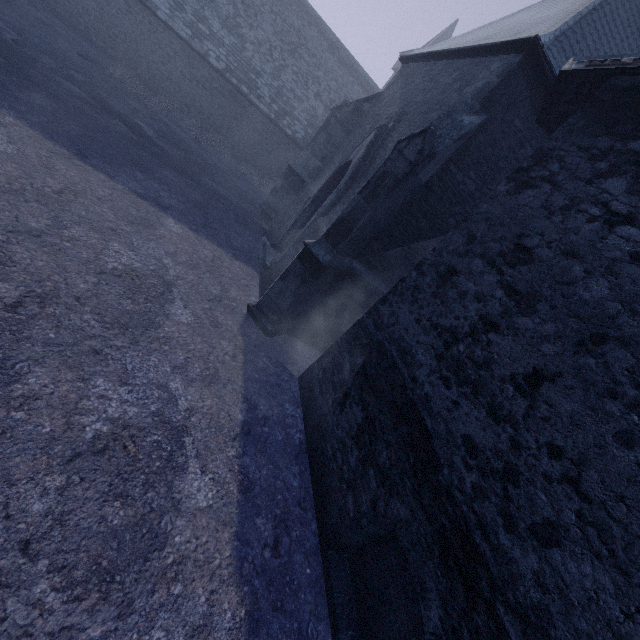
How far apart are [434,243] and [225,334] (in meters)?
5.48
